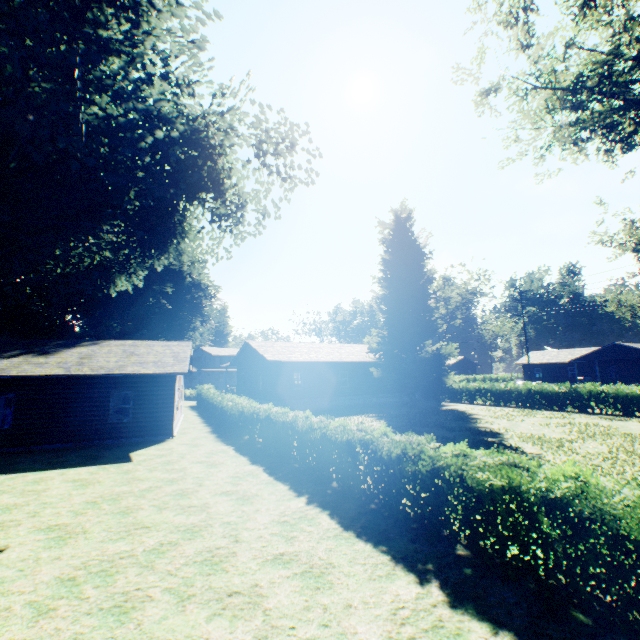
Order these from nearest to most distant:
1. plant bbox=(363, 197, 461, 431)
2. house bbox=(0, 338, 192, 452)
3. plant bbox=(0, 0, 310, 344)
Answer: plant bbox=(0, 0, 310, 344) → house bbox=(0, 338, 192, 452) → plant bbox=(363, 197, 461, 431)

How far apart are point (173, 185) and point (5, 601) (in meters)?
16.01

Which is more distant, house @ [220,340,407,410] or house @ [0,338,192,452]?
house @ [220,340,407,410]

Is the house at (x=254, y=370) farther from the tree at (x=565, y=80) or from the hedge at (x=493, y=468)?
the tree at (x=565, y=80)

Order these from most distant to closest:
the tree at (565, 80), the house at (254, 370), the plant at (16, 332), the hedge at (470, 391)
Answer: the house at (254, 370), the hedge at (470, 391), the tree at (565, 80), the plant at (16, 332)

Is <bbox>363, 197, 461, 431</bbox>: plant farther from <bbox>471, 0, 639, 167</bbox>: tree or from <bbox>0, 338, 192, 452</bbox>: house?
<bbox>0, 338, 192, 452</bbox>: house

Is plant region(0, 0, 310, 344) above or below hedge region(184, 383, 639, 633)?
above
